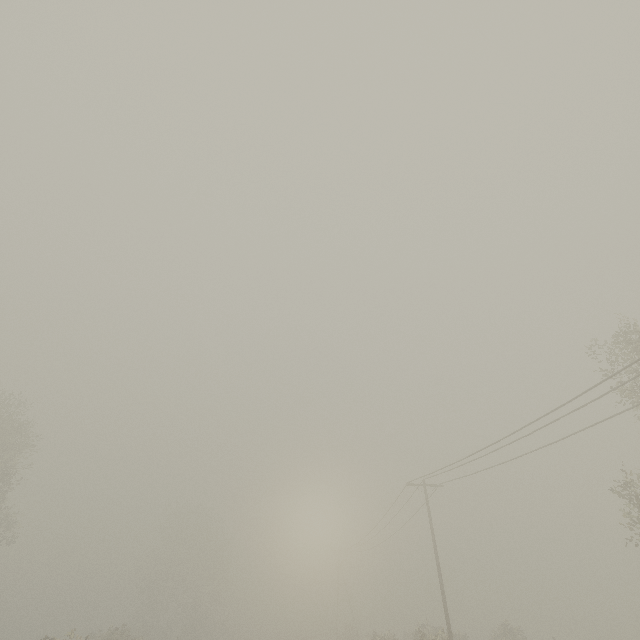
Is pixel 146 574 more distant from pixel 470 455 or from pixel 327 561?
pixel 470 455
